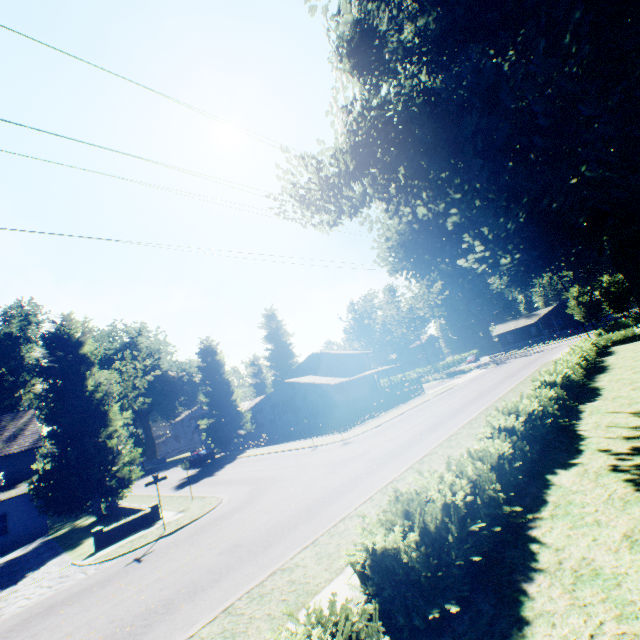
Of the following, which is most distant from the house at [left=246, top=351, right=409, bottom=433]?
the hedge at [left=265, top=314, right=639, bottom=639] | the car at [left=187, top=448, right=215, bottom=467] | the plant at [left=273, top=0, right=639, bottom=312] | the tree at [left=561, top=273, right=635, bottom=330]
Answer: the tree at [left=561, top=273, right=635, bottom=330]

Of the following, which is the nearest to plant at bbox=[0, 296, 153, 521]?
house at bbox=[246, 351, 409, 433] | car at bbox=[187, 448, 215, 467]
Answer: house at bbox=[246, 351, 409, 433]

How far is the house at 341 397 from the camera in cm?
3903

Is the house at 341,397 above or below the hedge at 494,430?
above

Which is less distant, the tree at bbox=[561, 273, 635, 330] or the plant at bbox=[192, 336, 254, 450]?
the tree at bbox=[561, 273, 635, 330]

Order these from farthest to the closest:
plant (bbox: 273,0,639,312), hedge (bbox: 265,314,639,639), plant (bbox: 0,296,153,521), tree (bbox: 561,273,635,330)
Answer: tree (bbox: 561,273,635,330) → plant (bbox: 0,296,153,521) → plant (bbox: 273,0,639,312) → hedge (bbox: 265,314,639,639)

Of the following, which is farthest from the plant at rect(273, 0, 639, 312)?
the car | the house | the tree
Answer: the tree

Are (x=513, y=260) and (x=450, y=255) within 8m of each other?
yes
